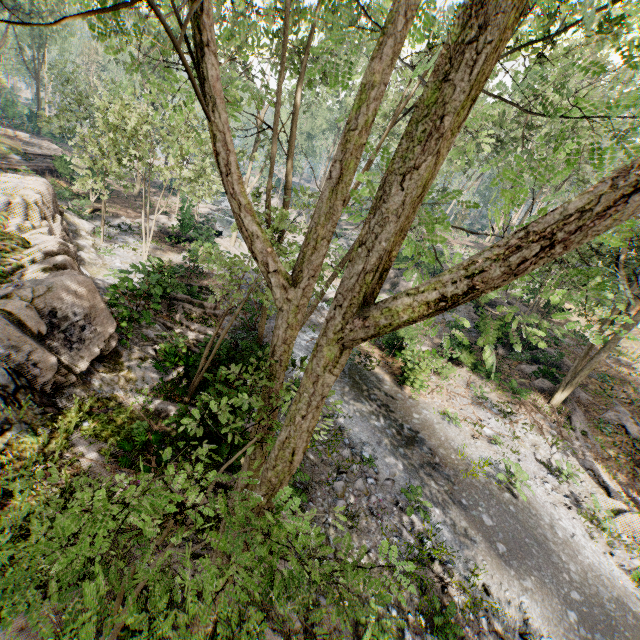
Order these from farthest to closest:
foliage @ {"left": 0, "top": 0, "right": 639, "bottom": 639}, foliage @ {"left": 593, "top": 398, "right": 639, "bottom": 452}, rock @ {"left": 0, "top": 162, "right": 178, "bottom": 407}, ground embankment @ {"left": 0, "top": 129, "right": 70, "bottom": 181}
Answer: ground embankment @ {"left": 0, "top": 129, "right": 70, "bottom": 181}, foliage @ {"left": 593, "top": 398, "right": 639, "bottom": 452}, rock @ {"left": 0, "top": 162, "right": 178, "bottom": 407}, foliage @ {"left": 0, "top": 0, "right": 639, "bottom": 639}

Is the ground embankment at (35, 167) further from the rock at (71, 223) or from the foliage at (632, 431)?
the rock at (71, 223)

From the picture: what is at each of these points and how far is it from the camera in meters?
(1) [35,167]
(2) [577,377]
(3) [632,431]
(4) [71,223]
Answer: (1) ground embankment, 27.3 m
(2) foliage, 17.2 m
(3) foliage, 16.7 m
(4) rock, 19.4 m

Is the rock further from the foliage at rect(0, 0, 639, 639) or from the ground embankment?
the ground embankment

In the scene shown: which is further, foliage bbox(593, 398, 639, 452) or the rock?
foliage bbox(593, 398, 639, 452)

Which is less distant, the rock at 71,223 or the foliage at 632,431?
the rock at 71,223

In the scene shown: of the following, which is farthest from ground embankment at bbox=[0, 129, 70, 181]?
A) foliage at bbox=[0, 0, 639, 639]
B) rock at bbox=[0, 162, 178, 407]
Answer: rock at bbox=[0, 162, 178, 407]
